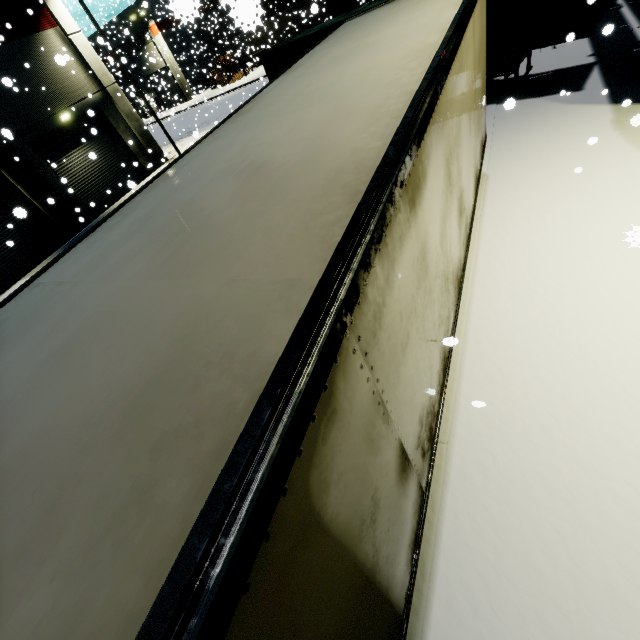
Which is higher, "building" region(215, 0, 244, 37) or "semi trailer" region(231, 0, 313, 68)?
"building" region(215, 0, 244, 37)

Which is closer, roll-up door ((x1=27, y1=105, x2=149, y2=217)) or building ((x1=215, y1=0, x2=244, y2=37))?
building ((x1=215, y1=0, x2=244, y2=37))

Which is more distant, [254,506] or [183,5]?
[183,5]

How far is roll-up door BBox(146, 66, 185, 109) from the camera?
29.8m

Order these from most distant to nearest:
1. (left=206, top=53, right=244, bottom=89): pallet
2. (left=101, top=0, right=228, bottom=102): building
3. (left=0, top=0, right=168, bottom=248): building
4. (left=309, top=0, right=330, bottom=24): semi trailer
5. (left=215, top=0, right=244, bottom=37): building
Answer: (left=206, top=53, right=244, bottom=89): pallet → (left=101, top=0, right=228, bottom=102): building → (left=0, top=0, right=168, bottom=248): building → (left=309, top=0, right=330, bottom=24): semi trailer → (left=215, top=0, right=244, bottom=37): building

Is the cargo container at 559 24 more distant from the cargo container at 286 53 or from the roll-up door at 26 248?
the cargo container at 286 53

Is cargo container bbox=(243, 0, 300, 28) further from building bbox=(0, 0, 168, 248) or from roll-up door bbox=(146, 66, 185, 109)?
building bbox=(0, 0, 168, 248)

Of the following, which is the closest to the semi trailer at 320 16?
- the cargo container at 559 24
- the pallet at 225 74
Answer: the cargo container at 559 24
